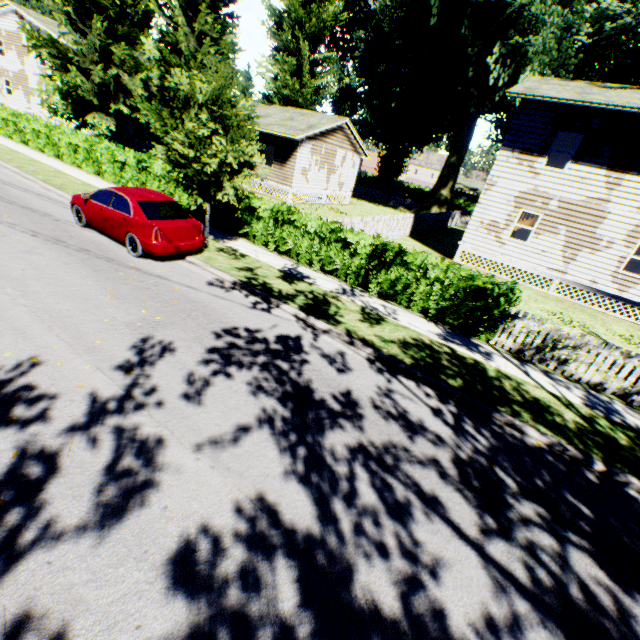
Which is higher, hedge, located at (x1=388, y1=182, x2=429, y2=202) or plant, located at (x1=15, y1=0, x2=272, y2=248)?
plant, located at (x1=15, y1=0, x2=272, y2=248)

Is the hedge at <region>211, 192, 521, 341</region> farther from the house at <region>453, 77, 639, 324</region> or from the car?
the house at <region>453, 77, 639, 324</region>

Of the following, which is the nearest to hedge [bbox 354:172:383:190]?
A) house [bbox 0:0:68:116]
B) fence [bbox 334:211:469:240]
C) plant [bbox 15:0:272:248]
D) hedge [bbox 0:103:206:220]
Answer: plant [bbox 15:0:272:248]

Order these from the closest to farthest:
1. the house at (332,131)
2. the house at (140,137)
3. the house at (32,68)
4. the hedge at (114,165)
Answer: Answer:
the hedge at (114,165)
the house at (332,131)
the house at (140,137)
the house at (32,68)

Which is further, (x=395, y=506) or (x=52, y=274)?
(x=52, y=274)

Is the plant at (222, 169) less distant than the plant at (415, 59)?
Yes

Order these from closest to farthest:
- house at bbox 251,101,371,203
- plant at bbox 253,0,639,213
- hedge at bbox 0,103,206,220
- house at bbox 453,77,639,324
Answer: house at bbox 453,77,639,324 < hedge at bbox 0,103,206,220 < plant at bbox 253,0,639,213 < house at bbox 251,101,371,203

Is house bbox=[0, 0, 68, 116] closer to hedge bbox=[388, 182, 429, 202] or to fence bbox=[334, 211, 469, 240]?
fence bbox=[334, 211, 469, 240]
